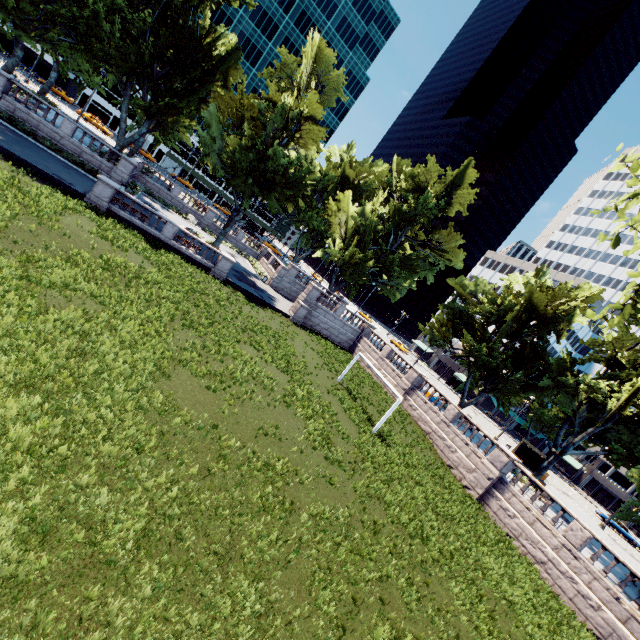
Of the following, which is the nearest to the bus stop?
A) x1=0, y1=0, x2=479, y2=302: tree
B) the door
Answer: x1=0, y1=0, x2=479, y2=302: tree

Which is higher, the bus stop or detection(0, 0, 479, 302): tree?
detection(0, 0, 479, 302): tree

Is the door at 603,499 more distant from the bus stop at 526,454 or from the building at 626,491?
the bus stop at 526,454

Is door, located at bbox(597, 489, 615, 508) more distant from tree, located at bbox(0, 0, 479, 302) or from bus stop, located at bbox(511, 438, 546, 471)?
bus stop, located at bbox(511, 438, 546, 471)

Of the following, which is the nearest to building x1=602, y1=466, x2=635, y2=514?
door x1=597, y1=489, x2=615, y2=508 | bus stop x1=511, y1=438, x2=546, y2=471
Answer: door x1=597, y1=489, x2=615, y2=508

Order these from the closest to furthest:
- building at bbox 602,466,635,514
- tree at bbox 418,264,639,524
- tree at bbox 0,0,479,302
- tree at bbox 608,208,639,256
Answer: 1. tree at bbox 608,208,639,256
2. tree at bbox 418,264,639,524
3. tree at bbox 0,0,479,302
4. building at bbox 602,466,635,514

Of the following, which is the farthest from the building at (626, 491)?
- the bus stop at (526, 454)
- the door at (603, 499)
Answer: the bus stop at (526, 454)

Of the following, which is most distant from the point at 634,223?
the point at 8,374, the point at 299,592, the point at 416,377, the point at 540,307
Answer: the point at 540,307
